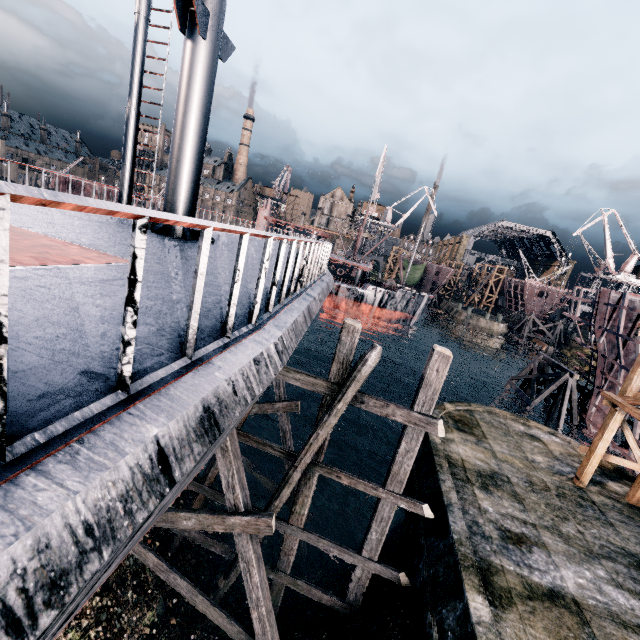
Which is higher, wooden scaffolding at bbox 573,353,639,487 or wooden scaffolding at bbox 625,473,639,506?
wooden scaffolding at bbox 573,353,639,487

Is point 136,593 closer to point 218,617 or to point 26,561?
point 218,617

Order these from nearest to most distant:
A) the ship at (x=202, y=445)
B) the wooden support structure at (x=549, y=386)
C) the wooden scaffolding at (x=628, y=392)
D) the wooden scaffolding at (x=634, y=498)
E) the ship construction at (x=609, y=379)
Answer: the ship at (x=202, y=445) → the wooden scaffolding at (x=628, y=392) → the wooden scaffolding at (x=634, y=498) → the ship construction at (x=609, y=379) → the wooden support structure at (x=549, y=386)

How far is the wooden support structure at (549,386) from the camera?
25.55m

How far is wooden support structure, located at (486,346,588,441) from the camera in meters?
25.5 m

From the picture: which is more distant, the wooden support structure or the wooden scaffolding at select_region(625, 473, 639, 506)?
the wooden support structure

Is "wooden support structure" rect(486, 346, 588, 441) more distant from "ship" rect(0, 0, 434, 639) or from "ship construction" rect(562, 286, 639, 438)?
"ship" rect(0, 0, 434, 639)

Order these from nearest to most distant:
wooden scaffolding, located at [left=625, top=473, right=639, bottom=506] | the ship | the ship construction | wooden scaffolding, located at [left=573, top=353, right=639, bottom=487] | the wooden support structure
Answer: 1. the ship
2. wooden scaffolding, located at [left=573, top=353, right=639, bottom=487]
3. wooden scaffolding, located at [left=625, top=473, right=639, bottom=506]
4. the ship construction
5. the wooden support structure
